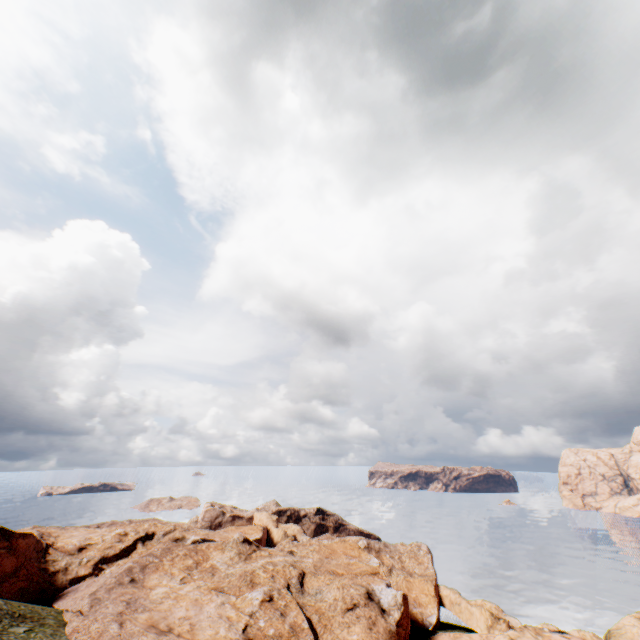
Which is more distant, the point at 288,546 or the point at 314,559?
the point at 288,546
